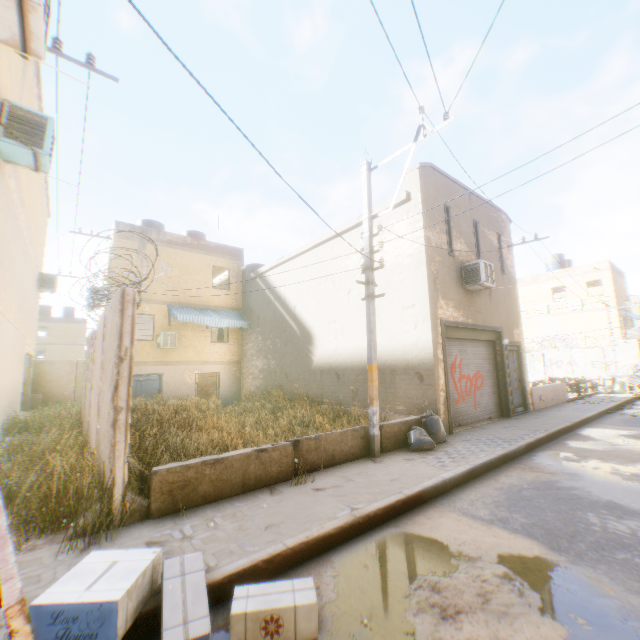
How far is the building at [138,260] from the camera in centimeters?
1612cm

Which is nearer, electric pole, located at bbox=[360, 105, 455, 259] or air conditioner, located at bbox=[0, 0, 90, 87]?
air conditioner, located at bbox=[0, 0, 90, 87]

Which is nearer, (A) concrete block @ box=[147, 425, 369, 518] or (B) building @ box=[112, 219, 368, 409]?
(A) concrete block @ box=[147, 425, 369, 518]

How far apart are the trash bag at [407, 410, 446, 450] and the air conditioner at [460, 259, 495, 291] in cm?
223

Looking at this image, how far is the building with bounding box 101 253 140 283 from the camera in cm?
1588

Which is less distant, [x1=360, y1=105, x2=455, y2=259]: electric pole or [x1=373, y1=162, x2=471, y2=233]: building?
[x1=360, y1=105, x2=455, y2=259]: electric pole

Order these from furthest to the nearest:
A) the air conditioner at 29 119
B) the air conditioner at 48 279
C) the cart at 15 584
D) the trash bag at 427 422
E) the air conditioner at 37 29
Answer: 1. the air conditioner at 48 279
2. the trash bag at 427 422
3. the air conditioner at 29 119
4. the air conditioner at 37 29
5. the cart at 15 584

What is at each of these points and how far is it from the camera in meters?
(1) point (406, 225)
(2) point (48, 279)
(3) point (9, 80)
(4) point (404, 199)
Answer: (1) building, 10.4 m
(2) air conditioner, 15.8 m
(3) building, 6.3 m
(4) building, 10.4 m
